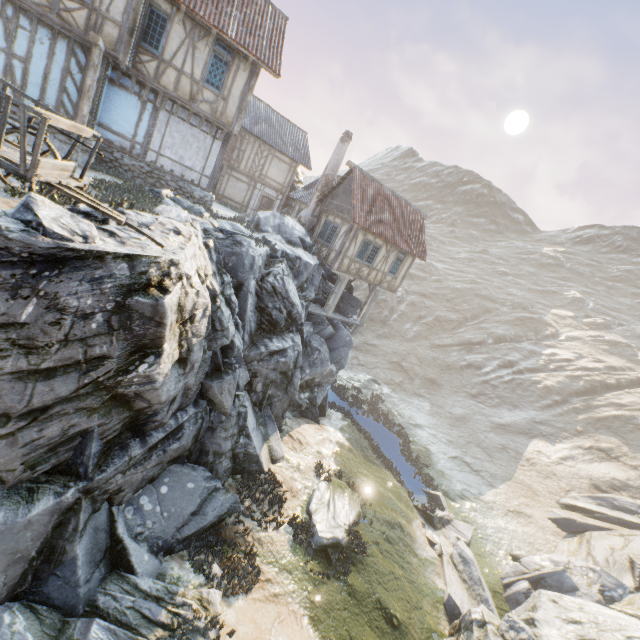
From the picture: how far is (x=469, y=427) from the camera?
29.0m

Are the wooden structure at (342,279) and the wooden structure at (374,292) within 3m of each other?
yes

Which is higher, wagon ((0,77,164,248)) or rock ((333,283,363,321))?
wagon ((0,77,164,248))

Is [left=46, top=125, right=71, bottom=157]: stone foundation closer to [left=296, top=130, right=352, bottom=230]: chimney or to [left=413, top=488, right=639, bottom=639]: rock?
[left=413, top=488, right=639, bottom=639]: rock

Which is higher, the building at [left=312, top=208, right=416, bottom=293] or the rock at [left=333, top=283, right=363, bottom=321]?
the building at [left=312, top=208, right=416, bottom=293]

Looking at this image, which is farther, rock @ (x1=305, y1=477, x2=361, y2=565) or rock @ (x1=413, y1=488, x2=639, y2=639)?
rock @ (x1=305, y1=477, x2=361, y2=565)

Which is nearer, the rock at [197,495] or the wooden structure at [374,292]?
the rock at [197,495]

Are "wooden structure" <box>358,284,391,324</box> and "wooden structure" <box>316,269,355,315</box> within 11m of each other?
yes
